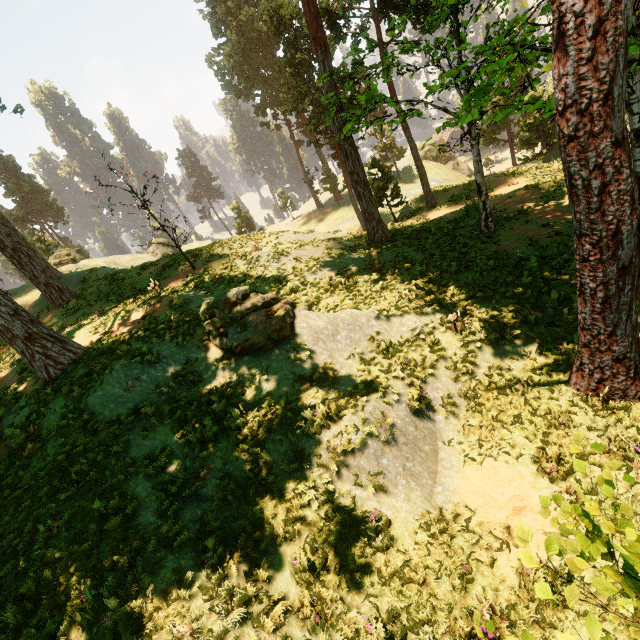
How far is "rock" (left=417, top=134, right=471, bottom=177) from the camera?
57.2 meters

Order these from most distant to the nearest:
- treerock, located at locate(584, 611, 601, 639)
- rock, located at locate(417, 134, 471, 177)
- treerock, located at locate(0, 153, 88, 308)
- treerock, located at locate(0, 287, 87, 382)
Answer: rock, located at locate(417, 134, 471, 177) → treerock, located at locate(0, 153, 88, 308) → treerock, located at locate(0, 287, 87, 382) → treerock, located at locate(584, 611, 601, 639)

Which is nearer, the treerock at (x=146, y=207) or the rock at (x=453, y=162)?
the treerock at (x=146, y=207)

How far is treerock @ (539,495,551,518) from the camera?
2.6 meters

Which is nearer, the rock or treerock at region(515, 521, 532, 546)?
treerock at region(515, 521, 532, 546)

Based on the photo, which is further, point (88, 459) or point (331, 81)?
point (331, 81)

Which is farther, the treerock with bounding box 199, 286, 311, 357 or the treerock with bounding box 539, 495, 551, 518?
the treerock with bounding box 199, 286, 311, 357
